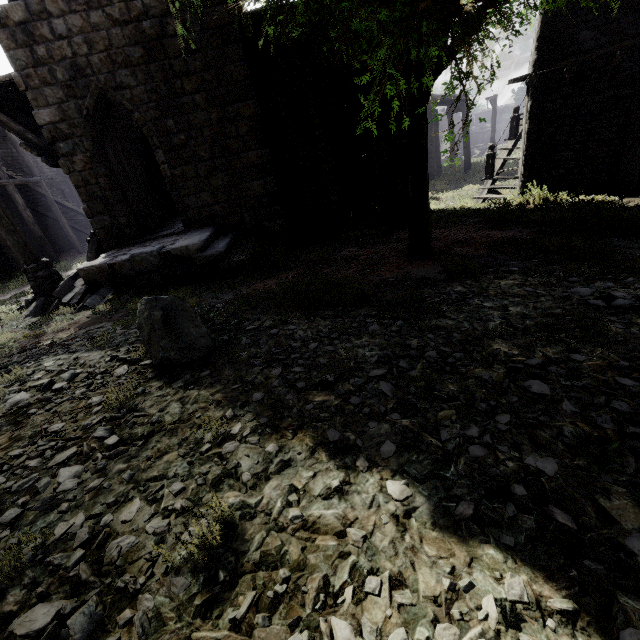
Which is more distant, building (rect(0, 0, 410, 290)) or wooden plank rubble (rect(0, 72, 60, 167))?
wooden plank rubble (rect(0, 72, 60, 167))

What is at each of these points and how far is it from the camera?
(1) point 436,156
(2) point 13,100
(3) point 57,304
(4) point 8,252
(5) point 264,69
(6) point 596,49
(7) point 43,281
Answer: (1) building, 22.7 meters
(2) wooden plank rubble, 10.2 meters
(3) rubble, 8.5 meters
(4) building, 17.9 meters
(5) building, 9.7 meters
(6) building, 8.8 meters
(7) wooden lamp post, 9.4 meters

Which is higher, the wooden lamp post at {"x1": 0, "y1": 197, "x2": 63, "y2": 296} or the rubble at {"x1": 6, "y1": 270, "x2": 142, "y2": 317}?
the wooden lamp post at {"x1": 0, "y1": 197, "x2": 63, "y2": 296}

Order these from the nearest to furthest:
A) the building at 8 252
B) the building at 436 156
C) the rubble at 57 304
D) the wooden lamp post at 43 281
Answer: the rubble at 57 304 → the wooden lamp post at 43 281 → the building at 8 252 → the building at 436 156

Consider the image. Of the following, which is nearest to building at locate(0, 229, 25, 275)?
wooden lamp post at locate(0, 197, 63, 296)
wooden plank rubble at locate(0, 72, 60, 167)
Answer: wooden plank rubble at locate(0, 72, 60, 167)

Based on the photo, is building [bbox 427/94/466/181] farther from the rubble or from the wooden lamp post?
the wooden lamp post

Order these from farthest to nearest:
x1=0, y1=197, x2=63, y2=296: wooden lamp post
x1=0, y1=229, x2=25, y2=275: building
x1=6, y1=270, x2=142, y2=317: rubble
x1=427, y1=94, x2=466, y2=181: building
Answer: x1=427, y1=94, x2=466, y2=181: building < x1=0, y1=229, x2=25, y2=275: building < x1=0, y1=197, x2=63, y2=296: wooden lamp post < x1=6, y1=270, x2=142, y2=317: rubble

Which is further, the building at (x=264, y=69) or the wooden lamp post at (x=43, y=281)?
the wooden lamp post at (x=43, y=281)
